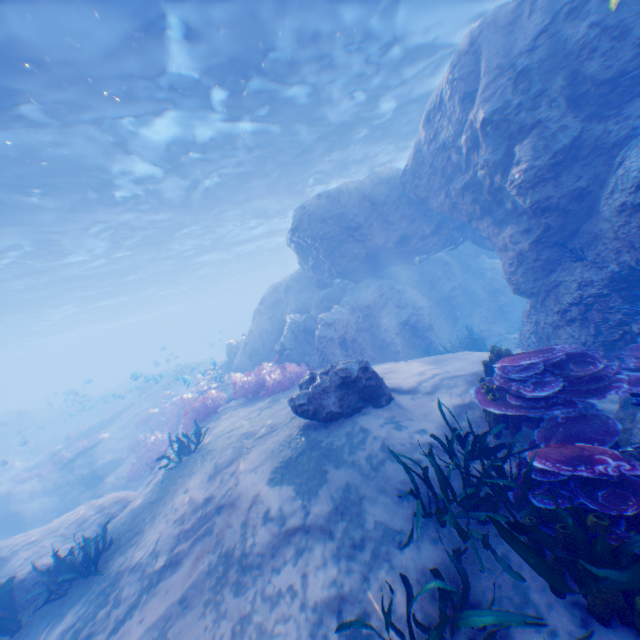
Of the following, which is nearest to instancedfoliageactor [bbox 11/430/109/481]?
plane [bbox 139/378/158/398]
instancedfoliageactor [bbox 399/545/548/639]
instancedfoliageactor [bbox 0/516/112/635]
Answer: plane [bbox 139/378/158/398]

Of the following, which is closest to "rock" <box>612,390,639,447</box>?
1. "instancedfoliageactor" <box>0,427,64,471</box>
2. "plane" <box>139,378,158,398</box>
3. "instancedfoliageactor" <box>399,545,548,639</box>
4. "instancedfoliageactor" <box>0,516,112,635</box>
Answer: "plane" <box>139,378,158,398</box>

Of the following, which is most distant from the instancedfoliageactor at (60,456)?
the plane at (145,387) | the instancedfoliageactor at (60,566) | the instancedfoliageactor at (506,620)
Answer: the instancedfoliageactor at (506,620)

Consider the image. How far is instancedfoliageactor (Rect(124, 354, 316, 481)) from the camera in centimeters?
953cm

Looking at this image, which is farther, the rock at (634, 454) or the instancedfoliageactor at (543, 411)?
the rock at (634, 454)

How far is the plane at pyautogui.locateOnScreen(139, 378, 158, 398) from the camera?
15.6m

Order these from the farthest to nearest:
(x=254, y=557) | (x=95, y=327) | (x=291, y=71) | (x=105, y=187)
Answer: (x=95, y=327)
(x=105, y=187)
(x=291, y=71)
(x=254, y=557)
